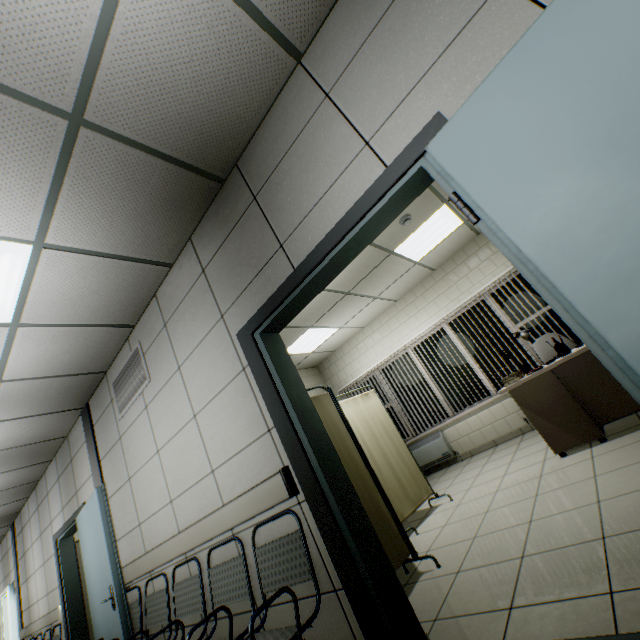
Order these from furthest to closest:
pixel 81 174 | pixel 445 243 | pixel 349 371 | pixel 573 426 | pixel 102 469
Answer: pixel 349 371
pixel 445 243
pixel 102 469
pixel 573 426
pixel 81 174

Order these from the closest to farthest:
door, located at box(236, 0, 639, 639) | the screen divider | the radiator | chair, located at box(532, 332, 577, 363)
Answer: door, located at box(236, 0, 639, 639) → the screen divider → chair, located at box(532, 332, 577, 363) → the radiator

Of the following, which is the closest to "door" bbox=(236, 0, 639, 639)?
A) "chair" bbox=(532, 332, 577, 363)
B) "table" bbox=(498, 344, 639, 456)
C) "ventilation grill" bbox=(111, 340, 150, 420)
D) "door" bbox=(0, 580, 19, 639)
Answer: "ventilation grill" bbox=(111, 340, 150, 420)

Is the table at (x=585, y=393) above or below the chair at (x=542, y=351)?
below

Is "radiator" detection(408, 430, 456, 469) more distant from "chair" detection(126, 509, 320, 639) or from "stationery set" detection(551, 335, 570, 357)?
"chair" detection(126, 509, 320, 639)

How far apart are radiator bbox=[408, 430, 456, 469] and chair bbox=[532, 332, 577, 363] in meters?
2.4

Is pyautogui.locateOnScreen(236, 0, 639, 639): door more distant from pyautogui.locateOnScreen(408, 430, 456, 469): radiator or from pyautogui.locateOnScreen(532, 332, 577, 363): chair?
pyautogui.locateOnScreen(408, 430, 456, 469): radiator

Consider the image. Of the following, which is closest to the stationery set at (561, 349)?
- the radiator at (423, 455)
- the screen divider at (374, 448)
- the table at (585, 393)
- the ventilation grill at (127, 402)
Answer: the table at (585, 393)
